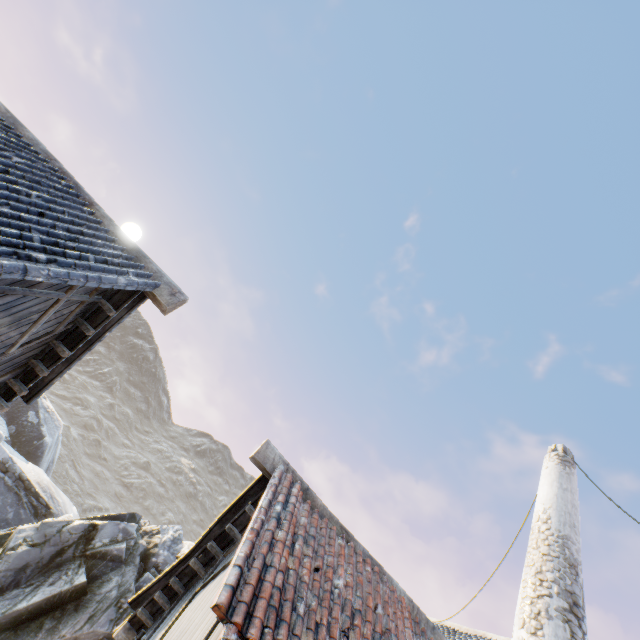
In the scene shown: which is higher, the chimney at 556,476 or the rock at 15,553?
the chimney at 556,476

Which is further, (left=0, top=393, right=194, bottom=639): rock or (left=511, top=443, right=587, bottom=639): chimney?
(left=0, top=393, right=194, bottom=639): rock

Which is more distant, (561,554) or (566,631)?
(561,554)

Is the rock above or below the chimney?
below

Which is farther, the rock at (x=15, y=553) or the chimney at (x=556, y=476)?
the rock at (x=15, y=553)
